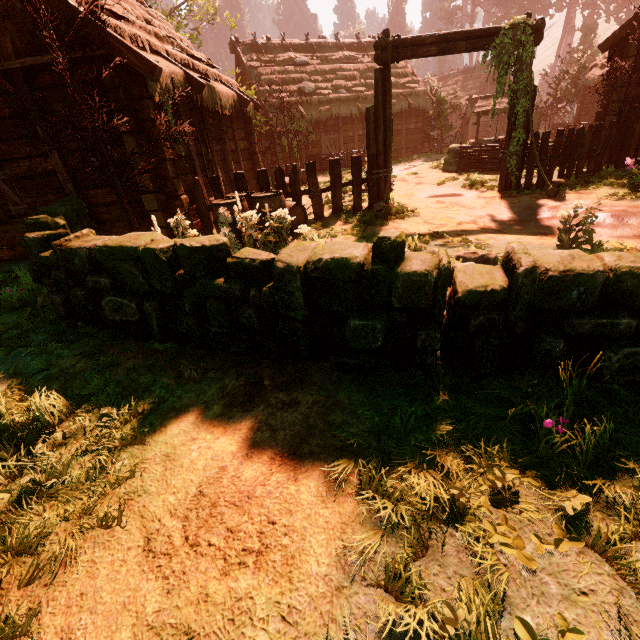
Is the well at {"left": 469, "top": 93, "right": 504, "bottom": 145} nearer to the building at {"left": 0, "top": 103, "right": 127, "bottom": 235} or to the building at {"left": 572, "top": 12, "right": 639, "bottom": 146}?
the building at {"left": 572, "top": 12, "right": 639, "bottom": 146}

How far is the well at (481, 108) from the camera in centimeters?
1703cm

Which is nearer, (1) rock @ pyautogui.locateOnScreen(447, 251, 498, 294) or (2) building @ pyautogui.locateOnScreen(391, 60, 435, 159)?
(1) rock @ pyautogui.locateOnScreen(447, 251, 498, 294)

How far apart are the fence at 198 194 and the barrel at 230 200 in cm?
6

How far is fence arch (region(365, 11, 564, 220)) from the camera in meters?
7.2 m

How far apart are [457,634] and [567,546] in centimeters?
67cm

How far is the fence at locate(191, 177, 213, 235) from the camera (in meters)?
7.16

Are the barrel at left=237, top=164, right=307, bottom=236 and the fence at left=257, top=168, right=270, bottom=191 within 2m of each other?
yes
